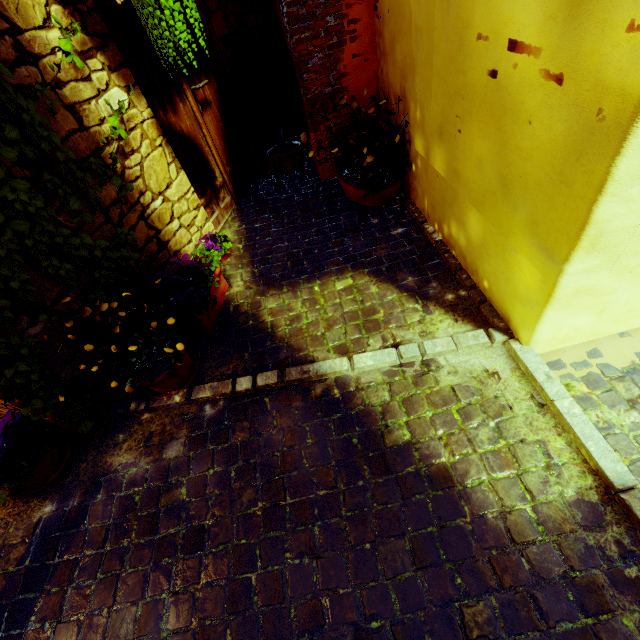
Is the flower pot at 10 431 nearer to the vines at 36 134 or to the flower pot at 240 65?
the vines at 36 134

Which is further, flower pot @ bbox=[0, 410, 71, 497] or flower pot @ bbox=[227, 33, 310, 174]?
flower pot @ bbox=[227, 33, 310, 174]

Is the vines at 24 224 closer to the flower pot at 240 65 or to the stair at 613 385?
the stair at 613 385

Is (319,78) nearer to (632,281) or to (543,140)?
(543,140)

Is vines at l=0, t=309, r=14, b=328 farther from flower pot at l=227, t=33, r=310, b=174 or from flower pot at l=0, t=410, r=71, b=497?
flower pot at l=227, t=33, r=310, b=174

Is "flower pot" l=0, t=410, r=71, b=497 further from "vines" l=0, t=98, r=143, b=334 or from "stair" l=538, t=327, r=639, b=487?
"stair" l=538, t=327, r=639, b=487

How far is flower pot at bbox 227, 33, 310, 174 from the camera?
3.2 meters
